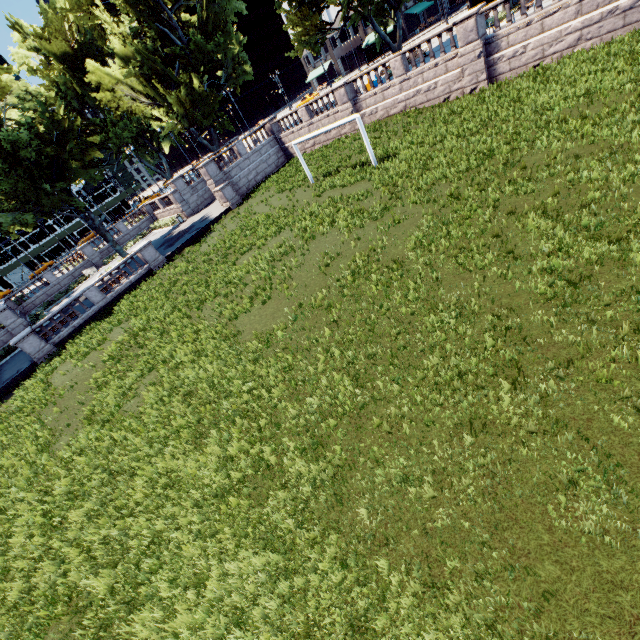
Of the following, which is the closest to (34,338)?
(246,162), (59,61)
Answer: (246,162)

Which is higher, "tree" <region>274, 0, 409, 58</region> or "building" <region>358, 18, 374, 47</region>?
"tree" <region>274, 0, 409, 58</region>

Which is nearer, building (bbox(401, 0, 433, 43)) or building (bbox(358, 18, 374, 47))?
building (bbox(401, 0, 433, 43))

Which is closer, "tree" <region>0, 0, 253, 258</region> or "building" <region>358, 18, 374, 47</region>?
"tree" <region>0, 0, 253, 258</region>

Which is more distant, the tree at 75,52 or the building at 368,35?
the building at 368,35

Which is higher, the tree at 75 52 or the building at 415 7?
the tree at 75 52

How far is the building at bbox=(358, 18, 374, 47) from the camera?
58.3m

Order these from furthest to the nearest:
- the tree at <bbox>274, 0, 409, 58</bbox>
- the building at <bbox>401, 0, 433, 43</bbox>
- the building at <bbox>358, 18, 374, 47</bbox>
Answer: the building at <bbox>358, 18, 374, 47</bbox> < the building at <bbox>401, 0, 433, 43</bbox> < the tree at <bbox>274, 0, 409, 58</bbox>
